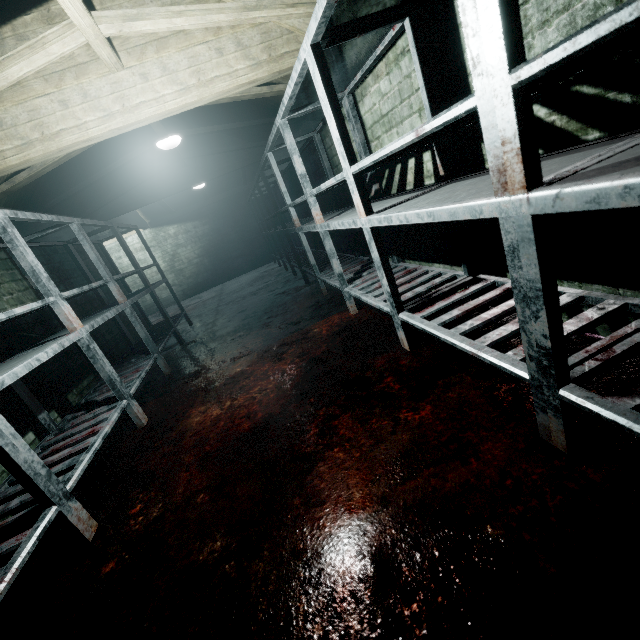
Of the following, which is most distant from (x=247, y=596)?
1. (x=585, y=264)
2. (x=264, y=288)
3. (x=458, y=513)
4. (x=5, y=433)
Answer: (x=264, y=288)

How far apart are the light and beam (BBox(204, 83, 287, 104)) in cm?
2

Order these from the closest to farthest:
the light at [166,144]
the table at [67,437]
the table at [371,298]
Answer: the table at [371,298] → the table at [67,437] → the light at [166,144]

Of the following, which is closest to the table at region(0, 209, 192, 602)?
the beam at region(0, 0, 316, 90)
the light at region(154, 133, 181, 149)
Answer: the beam at region(0, 0, 316, 90)

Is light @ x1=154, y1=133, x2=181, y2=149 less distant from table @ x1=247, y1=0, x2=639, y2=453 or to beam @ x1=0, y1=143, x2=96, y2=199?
beam @ x1=0, y1=143, x2=96, y2=199

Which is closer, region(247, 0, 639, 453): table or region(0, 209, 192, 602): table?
region(247, 0, 639, 453): table

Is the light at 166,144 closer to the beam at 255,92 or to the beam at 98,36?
the beam at 255,92
